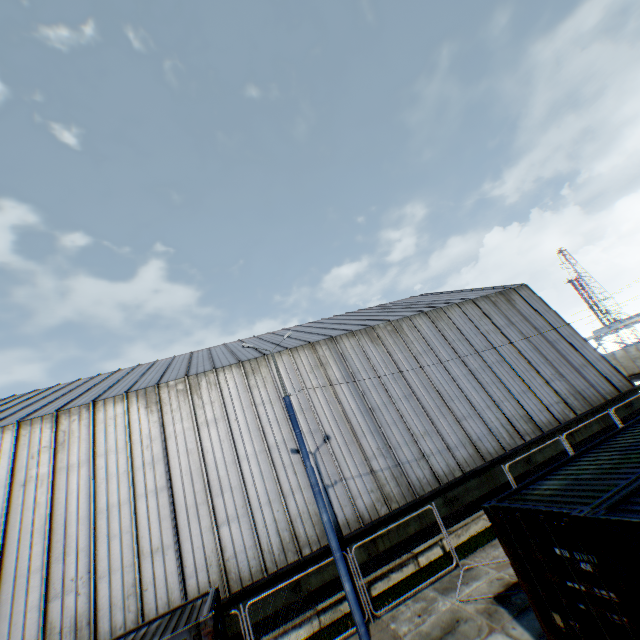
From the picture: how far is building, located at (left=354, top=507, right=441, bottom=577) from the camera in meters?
13.3 m

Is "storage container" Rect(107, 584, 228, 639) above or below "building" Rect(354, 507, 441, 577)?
above

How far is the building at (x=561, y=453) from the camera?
16.4m

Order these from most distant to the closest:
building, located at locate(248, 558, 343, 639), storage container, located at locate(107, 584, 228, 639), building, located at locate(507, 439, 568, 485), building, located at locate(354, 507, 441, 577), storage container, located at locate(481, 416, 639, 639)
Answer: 1. building, located at locate(507, 439, 568, 485)
2. building, located at locate(354, 507, 441, 577)
3. building, located at locate(248, 558, 343, 639)
4. storage container, located at locate(107, 584, 228, 639)
5. storage container, located at locate(481, 416, 639, 639)

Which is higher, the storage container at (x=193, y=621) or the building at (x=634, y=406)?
the storage container at (x=193, y=621)

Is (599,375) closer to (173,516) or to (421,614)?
(421,614)

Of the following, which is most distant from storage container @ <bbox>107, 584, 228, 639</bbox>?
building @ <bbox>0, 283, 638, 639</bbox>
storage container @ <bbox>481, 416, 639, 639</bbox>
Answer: storage container @ <bbox>481, 416, 639, 639</bbox>
